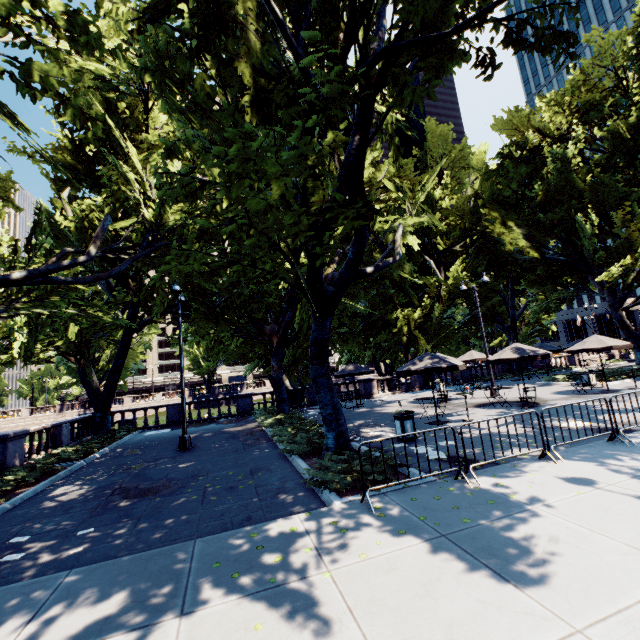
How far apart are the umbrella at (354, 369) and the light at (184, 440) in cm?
1021

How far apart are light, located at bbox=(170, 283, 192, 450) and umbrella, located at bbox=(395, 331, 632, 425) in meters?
14.6 m

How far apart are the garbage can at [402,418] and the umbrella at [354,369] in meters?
9.6

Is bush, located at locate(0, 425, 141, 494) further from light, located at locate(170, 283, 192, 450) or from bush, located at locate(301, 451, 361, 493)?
bush, located at locate(301, 451, 361, 493)

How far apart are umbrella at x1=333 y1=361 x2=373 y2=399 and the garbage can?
9.62m

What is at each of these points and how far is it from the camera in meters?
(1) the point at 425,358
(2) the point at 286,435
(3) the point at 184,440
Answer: (1) umbrella, 13.5
(2) bush, 13.0
(3) light, 14.0

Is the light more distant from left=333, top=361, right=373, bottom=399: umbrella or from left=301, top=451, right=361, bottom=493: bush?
left=333, top=361, right=373, bottom=399: umbrella

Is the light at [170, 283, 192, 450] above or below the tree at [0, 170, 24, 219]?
below
